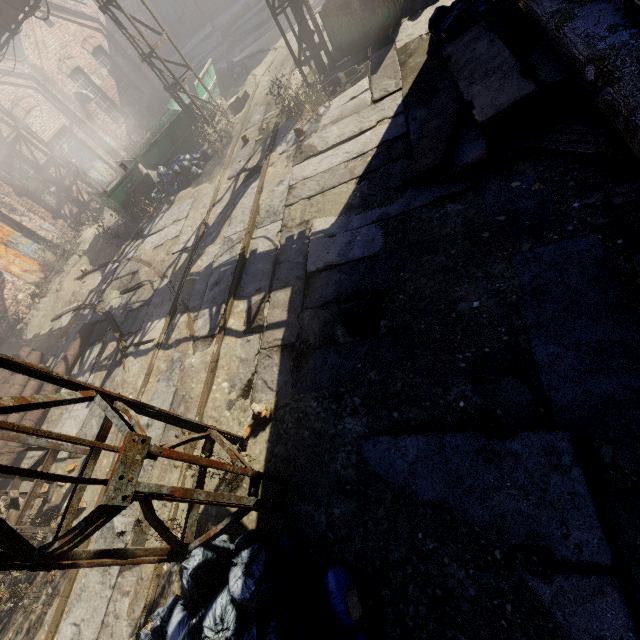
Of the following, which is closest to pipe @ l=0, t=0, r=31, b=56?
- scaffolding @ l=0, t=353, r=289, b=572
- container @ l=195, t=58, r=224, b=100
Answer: scaffolding @ l=0, t=353, r=289, b=572

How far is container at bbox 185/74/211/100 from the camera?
13.8m

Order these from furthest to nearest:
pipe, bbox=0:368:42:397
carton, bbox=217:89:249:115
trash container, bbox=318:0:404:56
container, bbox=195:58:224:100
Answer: container, bbox=195:58:224:100 < carton, bbox=217:89:249:115 < trash container, bbox=318:0:404:56 < pipe, bbox=0:368:42:397

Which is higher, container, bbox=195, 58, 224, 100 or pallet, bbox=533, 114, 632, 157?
container, bbox=195, 58, 224, 100

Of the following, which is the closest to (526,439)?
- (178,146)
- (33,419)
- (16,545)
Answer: (16,545)

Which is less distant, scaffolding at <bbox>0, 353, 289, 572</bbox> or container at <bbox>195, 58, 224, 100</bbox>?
scaffolding at <bbox>0, 353, 289, 572</bbox>

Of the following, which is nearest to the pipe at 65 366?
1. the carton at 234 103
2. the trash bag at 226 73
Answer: the carton at 234 103

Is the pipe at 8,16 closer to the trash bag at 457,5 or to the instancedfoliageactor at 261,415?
the trash bag at 457,5
